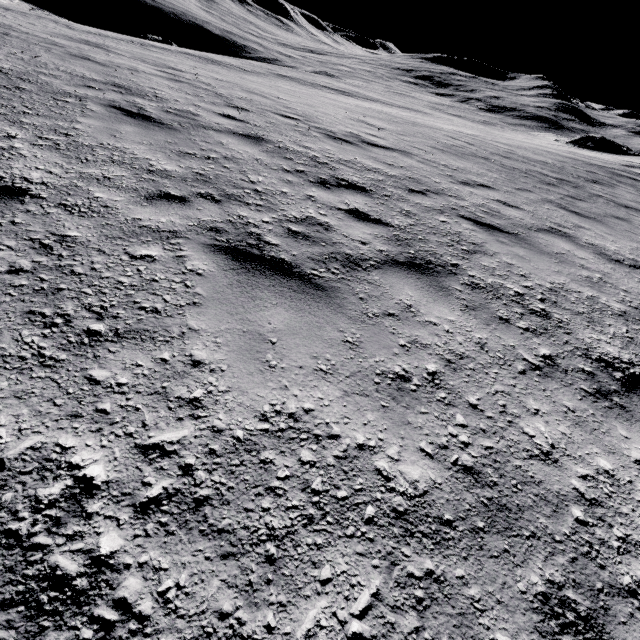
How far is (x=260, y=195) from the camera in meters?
3.9
